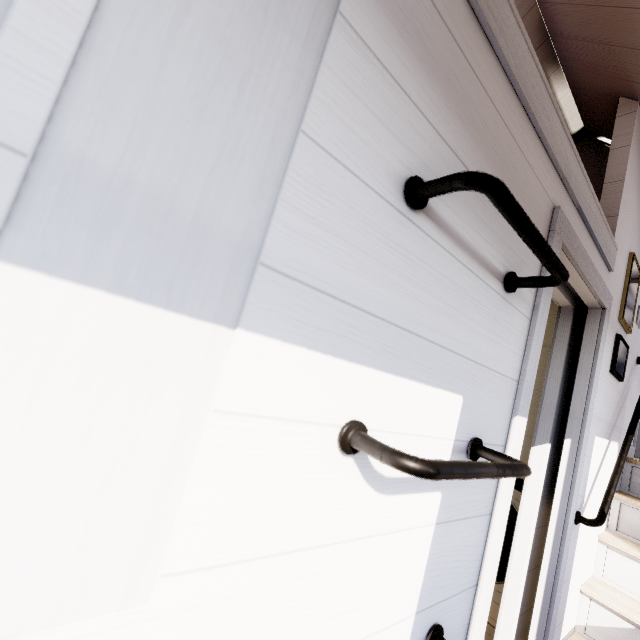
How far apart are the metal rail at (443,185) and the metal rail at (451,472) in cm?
46

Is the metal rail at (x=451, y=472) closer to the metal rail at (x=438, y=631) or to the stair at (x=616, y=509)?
the metal rail at (x=438, y=631)

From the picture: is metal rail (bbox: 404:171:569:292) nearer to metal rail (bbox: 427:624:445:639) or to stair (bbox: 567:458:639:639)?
metal rail (bbox: 427:624:445:639)

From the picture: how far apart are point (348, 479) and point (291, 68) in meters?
0.7 m

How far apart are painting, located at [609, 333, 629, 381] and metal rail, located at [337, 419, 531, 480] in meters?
1.7

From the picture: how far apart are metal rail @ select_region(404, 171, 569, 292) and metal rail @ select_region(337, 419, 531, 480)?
0.5m

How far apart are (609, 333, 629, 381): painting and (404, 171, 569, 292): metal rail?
1.6m

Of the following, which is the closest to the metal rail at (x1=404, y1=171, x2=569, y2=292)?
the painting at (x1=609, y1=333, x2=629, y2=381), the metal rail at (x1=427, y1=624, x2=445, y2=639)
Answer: the metal rail at (x1=427, y1=624, x2=445, y2=639)
